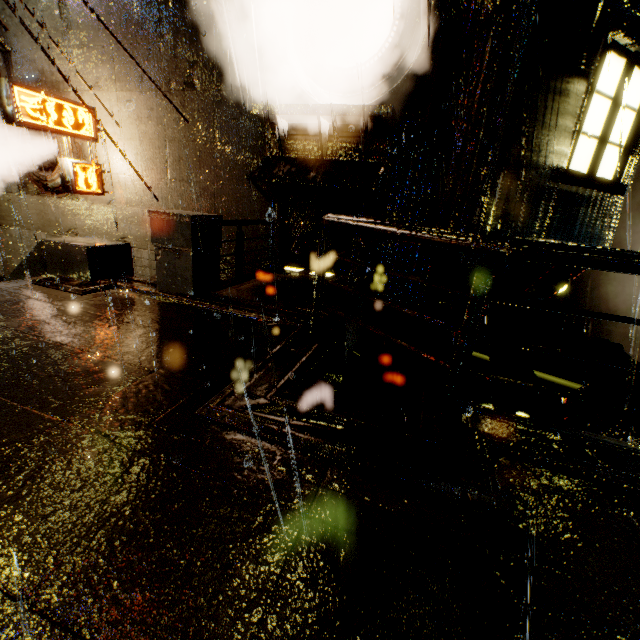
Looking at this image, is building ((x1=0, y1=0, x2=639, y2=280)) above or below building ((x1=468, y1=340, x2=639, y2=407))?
above

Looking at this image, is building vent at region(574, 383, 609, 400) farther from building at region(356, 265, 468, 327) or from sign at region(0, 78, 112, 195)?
sign at region(0, 78, 112, 195)

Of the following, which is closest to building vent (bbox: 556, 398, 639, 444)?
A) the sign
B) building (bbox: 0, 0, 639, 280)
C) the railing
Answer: building (bbox: 0, 0, 639, 280)

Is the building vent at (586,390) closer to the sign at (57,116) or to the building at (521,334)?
the building at (521,334)

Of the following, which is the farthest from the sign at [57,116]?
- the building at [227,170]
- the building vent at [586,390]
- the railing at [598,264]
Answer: the building vent at [586,390]

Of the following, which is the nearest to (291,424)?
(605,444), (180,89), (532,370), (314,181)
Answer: (605,444)

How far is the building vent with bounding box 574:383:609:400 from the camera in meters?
8.3 m

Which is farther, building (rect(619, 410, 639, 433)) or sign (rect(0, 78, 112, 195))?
sign (rect(0, 78, 112, 195))
